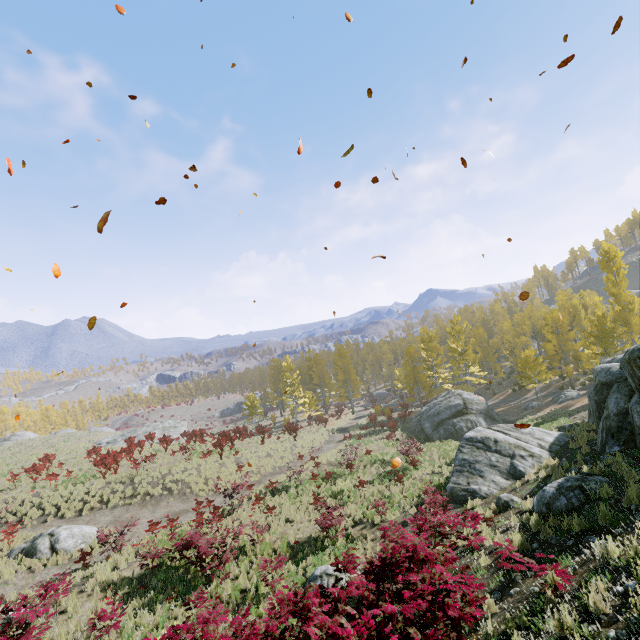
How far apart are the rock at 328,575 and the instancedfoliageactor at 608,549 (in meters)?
7.48

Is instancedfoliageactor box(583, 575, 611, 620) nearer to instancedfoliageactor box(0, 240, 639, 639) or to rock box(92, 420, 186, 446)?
instancedfoliageactor box(0, 240, 639, 639)

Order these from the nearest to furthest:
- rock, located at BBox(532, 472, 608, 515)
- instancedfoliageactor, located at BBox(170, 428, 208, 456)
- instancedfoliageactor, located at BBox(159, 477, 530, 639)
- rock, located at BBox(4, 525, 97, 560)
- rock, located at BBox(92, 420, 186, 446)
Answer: instancedfoliageactor, located at BBox(159, 477, 530, 639) → rock, located at BBox(532, 472, 608, 515) → rock, located at BBox(4, 525, 97, 560) → instancedfoliageactor, located at BBox(170, 428, 208, 456) → rock, located at BBox(92, 420, 186, 446)

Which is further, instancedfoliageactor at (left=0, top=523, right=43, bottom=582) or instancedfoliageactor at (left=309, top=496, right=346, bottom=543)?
instancedfoliageactor at (left=0, top=523, right=43, bottom=582)

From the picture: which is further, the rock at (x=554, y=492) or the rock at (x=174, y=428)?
the rock at (x=174, y=428)

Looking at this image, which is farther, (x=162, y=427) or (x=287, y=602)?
(x=162, y=427)

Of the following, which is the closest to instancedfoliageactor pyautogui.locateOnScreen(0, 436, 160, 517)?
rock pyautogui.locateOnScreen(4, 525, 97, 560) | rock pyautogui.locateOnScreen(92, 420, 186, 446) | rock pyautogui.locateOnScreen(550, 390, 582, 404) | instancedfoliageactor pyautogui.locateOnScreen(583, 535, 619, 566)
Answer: rock pyautogui.locateOnScreen(550, 390, 582, 404)

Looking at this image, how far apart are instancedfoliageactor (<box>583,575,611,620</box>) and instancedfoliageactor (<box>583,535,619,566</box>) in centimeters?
131cm
